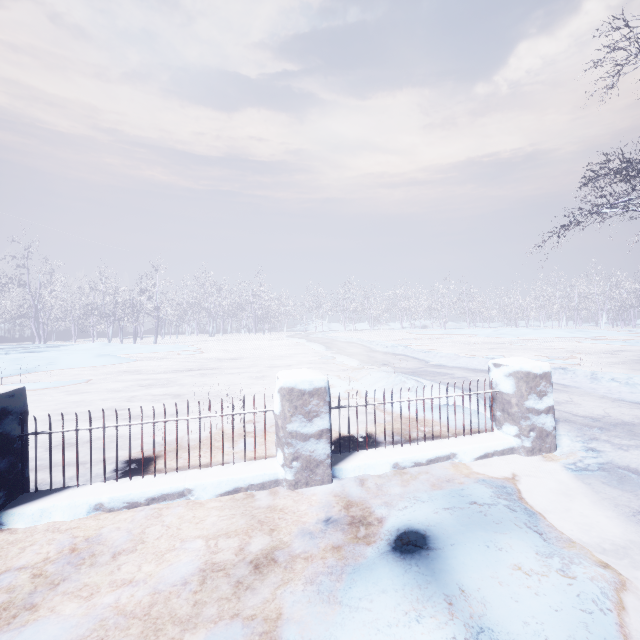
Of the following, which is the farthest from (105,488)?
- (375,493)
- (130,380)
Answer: (130,380)

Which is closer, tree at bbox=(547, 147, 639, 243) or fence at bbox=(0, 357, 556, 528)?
fence at bbox=(0, 357, 556, 528)

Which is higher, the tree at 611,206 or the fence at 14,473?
the tree at 611,206

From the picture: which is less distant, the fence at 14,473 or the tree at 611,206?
the fence at 14,473

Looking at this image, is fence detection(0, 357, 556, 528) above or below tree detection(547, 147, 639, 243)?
below
